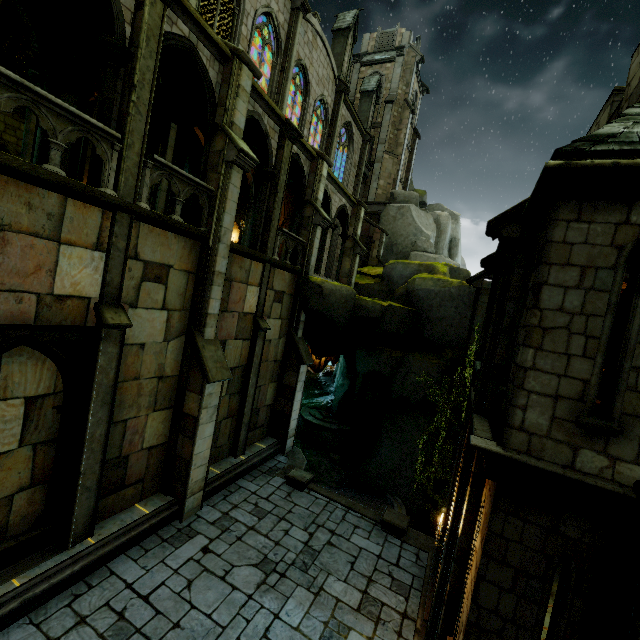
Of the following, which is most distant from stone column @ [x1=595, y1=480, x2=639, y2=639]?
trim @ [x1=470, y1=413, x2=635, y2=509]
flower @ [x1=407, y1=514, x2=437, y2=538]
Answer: flower @ [x1=407, y1=514, x2=437, y2=538]

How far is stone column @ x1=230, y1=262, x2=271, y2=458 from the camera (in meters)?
12.79

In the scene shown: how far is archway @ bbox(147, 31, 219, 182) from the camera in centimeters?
879cm

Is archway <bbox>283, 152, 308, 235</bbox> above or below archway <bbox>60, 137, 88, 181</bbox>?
above

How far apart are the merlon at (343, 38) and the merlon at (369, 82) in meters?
4.6

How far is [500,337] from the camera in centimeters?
649cm

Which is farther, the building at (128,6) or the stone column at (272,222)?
the stone column at (272,222)

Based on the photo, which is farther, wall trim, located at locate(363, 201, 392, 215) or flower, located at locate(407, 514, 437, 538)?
wall trim, located at locate(363, 201, 392, 215)
